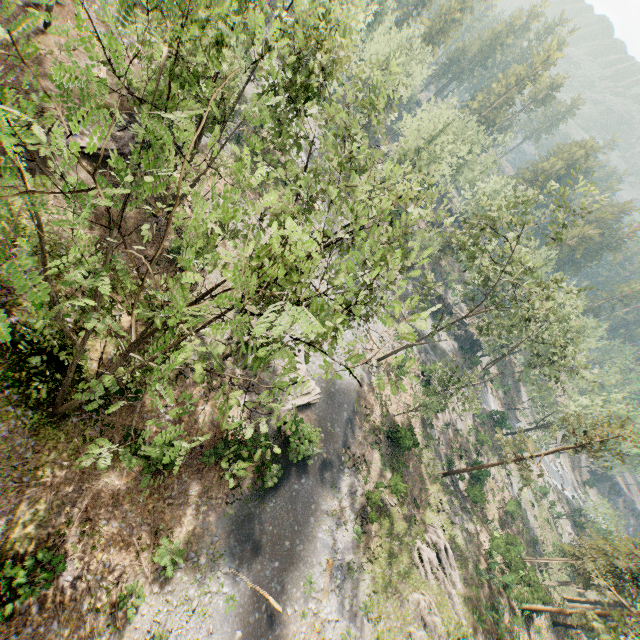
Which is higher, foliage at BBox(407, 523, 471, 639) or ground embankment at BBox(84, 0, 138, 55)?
ground embankment at BBox(84, 0, 138, 55)

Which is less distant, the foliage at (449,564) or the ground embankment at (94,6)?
the foliage at (449,564)

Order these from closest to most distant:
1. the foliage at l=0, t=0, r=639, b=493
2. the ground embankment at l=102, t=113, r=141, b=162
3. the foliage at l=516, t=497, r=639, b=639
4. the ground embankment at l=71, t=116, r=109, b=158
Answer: the foliage at l=0, t=0, r=639, b=493, the ground embankment at l=71, t=116, r=109, b=158, the ground embankment at l=102, t=113, r=141, b=162, the foliage at l=516, t=497, r=639, b=639

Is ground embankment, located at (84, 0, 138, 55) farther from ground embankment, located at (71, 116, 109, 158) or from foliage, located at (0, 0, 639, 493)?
ground embankment, located at (71, 116, 109, 158)

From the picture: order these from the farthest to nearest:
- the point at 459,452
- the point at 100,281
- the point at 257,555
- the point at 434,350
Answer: the point at 434,350, the point at 459,452, the point at 257,555, the point at 100,281

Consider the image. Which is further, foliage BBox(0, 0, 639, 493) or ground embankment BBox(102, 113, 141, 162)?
ground embankment BBox(102, 113, 141, 162)

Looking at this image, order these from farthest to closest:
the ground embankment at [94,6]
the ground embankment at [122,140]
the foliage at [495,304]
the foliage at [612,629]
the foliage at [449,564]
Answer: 1. the ground embankment at [94,6]
2. the foliage at [612,629]
3. the foliage at [449,564]
4. the ground embankment at [122,140]
5. the foliage at [495,304]

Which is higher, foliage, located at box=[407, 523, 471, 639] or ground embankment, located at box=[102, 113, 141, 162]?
ground embankment, located at box=[102, 113, 141, 162]
